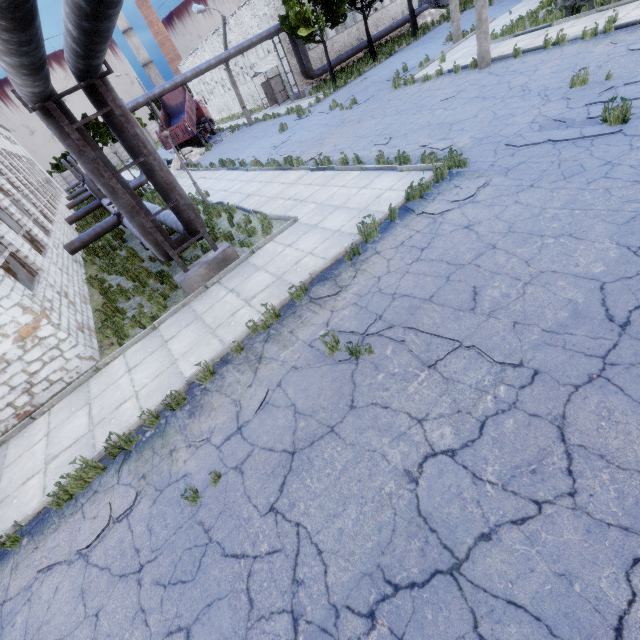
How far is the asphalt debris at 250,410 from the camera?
5.07m

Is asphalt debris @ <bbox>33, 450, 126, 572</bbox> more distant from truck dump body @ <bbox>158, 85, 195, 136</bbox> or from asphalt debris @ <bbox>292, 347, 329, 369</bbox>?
truck dump body @ <bbox>158, 85, 195, 136</bbox>

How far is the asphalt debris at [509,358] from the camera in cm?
414

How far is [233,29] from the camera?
31.8m

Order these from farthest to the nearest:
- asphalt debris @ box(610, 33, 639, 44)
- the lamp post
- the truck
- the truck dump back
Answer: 1. the truck
2. the truck dump back
3. the lamp post
4. asphalt debris @ box(610, 33, 639, 44)

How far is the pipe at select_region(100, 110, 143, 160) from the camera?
7.0 meters

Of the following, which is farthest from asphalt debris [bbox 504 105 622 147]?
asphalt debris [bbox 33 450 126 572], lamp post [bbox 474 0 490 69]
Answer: asphalt debris [bbox 33 450 126 572]

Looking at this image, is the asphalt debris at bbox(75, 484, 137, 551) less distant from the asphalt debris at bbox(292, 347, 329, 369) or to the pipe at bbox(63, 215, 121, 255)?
the asphalt debris at bbox(292, 347, 329, 369)
